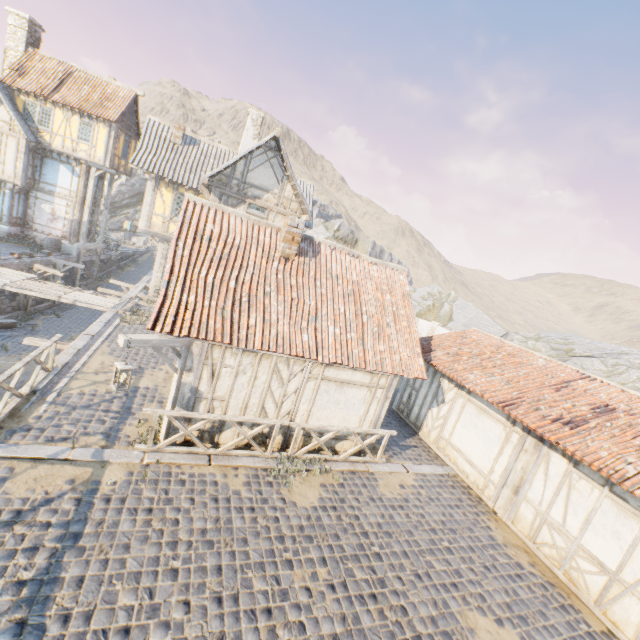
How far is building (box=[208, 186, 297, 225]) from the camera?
14.2 meters

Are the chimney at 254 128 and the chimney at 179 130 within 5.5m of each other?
yes

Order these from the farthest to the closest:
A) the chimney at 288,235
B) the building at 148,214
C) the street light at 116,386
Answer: the building at 148,214, the chimney at 288,235, the street light at 116,386

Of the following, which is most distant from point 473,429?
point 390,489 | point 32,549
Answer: point 32,549

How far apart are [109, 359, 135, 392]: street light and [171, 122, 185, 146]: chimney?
15.4 meters

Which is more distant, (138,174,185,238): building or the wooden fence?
(138,174,185,238): building

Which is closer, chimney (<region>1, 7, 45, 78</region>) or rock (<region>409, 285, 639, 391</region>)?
rock (<region>409, 285, 639, 391</region>)

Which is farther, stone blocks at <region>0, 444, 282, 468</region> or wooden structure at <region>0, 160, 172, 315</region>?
wooden structure at <region>0, 160, 172, 315</region>
